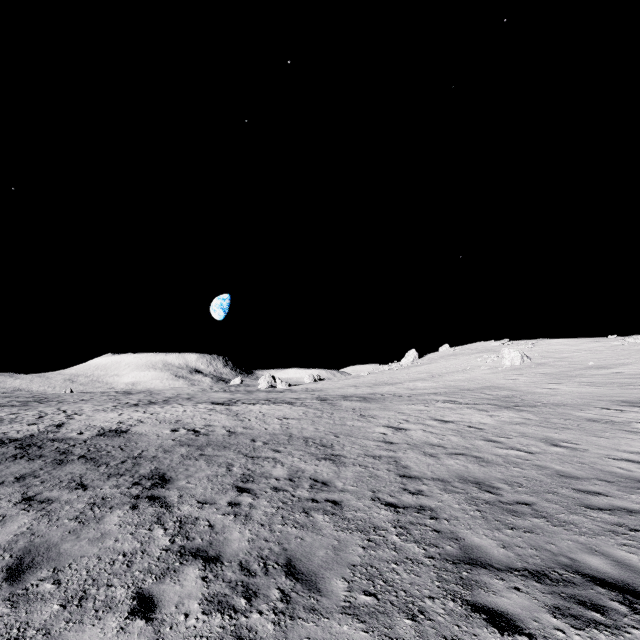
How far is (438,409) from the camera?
20.80m

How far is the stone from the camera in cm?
4106

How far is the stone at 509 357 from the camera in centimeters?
4106cm
